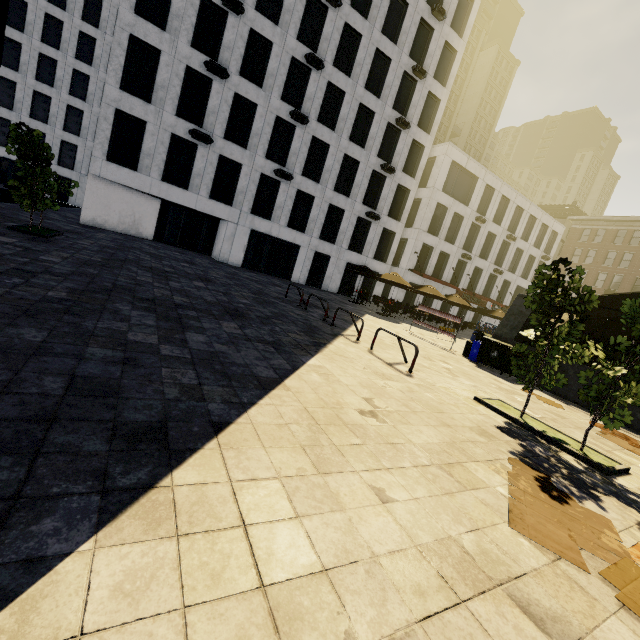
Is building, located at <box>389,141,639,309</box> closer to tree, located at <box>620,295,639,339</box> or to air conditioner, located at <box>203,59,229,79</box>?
tree, located at <box>620,295,639,339</box>

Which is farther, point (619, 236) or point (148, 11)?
point (619, 236)

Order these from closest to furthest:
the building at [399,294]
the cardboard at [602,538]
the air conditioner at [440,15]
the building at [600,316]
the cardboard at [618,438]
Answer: the cardboard at [602,538]
the cardboard at [618,438]
the air conditioner at [440,15]
the building at [399,294]
the building at [600,316]

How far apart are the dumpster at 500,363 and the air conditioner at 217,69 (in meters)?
21.07

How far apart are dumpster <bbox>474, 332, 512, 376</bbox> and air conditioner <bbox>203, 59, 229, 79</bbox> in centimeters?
2107cm

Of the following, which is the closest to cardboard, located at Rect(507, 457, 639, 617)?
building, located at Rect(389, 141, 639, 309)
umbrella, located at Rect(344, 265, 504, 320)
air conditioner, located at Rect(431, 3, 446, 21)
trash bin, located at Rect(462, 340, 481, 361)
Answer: trash bin, located at Rect(462, 340, 481, 361)

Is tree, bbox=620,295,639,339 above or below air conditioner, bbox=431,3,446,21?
below

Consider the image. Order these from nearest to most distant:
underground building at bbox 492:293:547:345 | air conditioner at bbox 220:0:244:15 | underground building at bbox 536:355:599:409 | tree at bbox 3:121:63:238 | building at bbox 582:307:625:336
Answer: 1. tree at bbox 3:121:63:238
2. underground building at bbox 536:355:599:409
3. underground building at bbox 492:293:547:345
4. air conditioner at bbox 220:0:244:15
5. building at bbox 582:307:625:336
